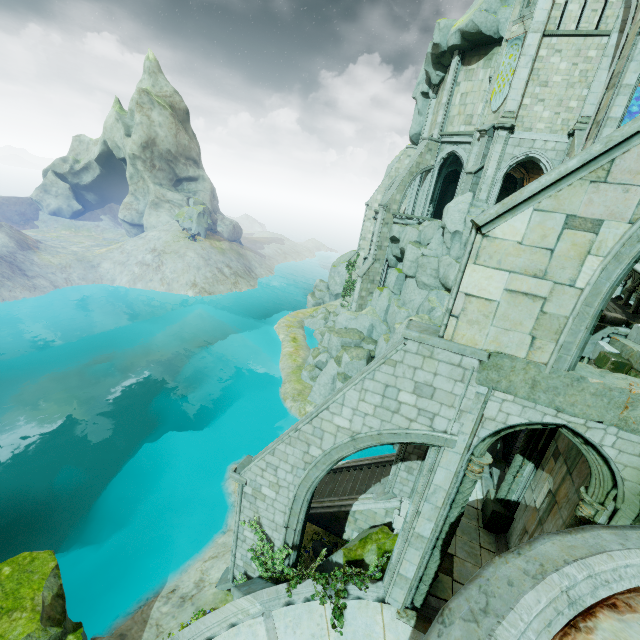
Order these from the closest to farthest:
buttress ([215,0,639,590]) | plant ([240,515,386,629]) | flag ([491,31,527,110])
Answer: buttress ([215,0,639,590]) < plant ([240,515,386,629]) < flag ([491,31,527,110])

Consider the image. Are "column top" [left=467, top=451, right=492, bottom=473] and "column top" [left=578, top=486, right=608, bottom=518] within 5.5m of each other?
yes

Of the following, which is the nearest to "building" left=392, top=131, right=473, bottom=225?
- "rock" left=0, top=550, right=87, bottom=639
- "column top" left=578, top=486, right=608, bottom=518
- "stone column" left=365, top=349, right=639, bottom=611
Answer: "rock" left=0, top=550, right=87, bottom=639

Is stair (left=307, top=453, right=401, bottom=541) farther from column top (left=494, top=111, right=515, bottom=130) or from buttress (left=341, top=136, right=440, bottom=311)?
column top (left=494, top=111, right=515, bottom=130)

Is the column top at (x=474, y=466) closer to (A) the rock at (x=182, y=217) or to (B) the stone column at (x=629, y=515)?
(B) the stone column at (x=629, y=515)

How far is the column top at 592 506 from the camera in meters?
6.2

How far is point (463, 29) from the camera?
24.0 meters

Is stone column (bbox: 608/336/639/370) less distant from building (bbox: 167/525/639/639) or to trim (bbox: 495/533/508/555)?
building (bbox: 167/525/639/639)
